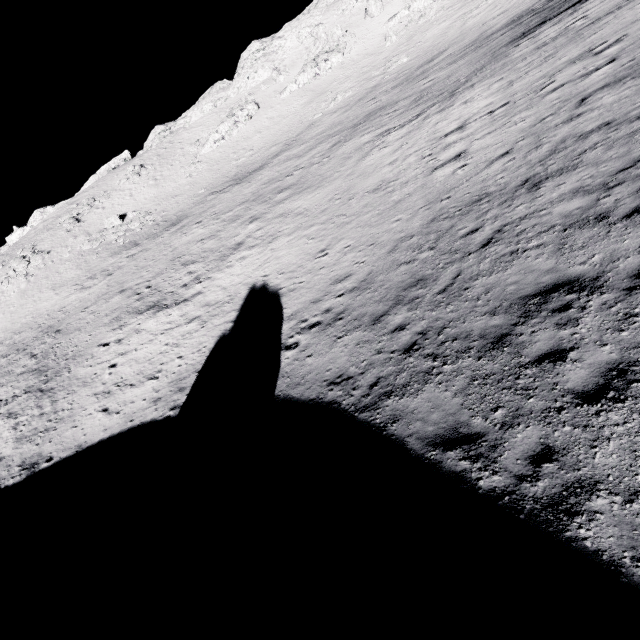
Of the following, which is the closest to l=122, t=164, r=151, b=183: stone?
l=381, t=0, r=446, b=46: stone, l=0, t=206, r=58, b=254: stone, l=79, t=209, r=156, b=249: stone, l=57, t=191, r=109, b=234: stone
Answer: l=57, t=191, r=109, b=234: stone

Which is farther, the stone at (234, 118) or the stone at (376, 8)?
the stone at (234, 118)

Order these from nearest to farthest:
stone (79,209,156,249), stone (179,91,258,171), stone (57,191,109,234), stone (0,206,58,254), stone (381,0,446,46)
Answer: stone (79,209,156,249)
stone (381,0,446,46)
stone (57,191,109,234)
stone (179,91,258,171)
stone (0,206,58,254)

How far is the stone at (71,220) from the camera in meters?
47.9

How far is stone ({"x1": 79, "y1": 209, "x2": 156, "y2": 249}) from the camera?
43.0m

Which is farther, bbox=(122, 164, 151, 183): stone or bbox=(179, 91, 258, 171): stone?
bbox=(122, 164, 151, 183): stone

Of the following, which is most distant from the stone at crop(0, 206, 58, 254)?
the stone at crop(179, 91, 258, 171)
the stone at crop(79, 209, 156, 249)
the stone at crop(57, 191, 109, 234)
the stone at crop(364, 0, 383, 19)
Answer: the stone at crop(364, 0, 383, 19)

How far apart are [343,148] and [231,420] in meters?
23.8
